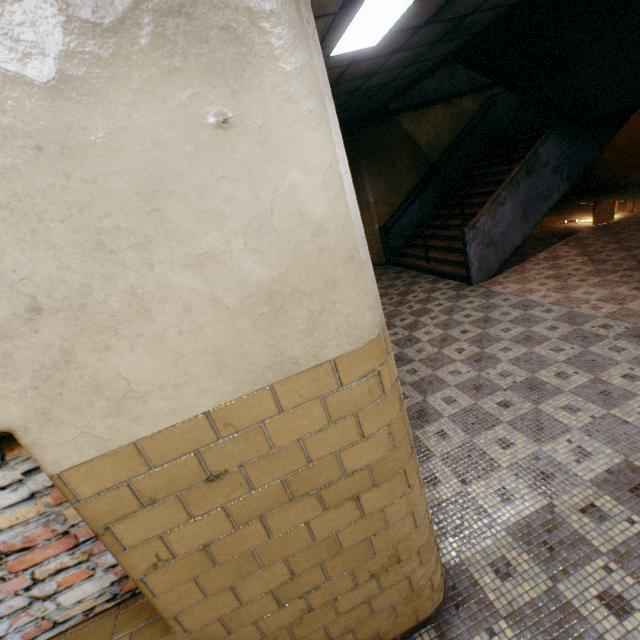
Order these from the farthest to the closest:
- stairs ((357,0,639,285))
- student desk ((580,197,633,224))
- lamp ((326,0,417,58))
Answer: student desk ((580,197,633,224)) → stairs ((357,0,639,285)) → lamp ((326,0,417,58))

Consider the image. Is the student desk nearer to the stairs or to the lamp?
the stairs

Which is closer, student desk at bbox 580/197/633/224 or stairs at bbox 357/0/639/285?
stairs at bbox 357/0/639/285

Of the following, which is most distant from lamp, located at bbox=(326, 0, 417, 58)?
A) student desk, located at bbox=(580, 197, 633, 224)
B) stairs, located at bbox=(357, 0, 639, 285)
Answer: student desk, located at bbox=(580, 197, 633, 224)

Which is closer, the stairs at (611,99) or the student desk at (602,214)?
the stairs at (611,99)

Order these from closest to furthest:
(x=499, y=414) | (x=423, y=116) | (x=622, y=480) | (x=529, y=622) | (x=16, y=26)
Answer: (x=16, y=26), (x=529, y=622), (x=622, y=480), (x=499, y=414), (x=423, y=116)

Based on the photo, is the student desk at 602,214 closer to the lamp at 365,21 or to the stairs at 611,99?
the stairs at 611,99
